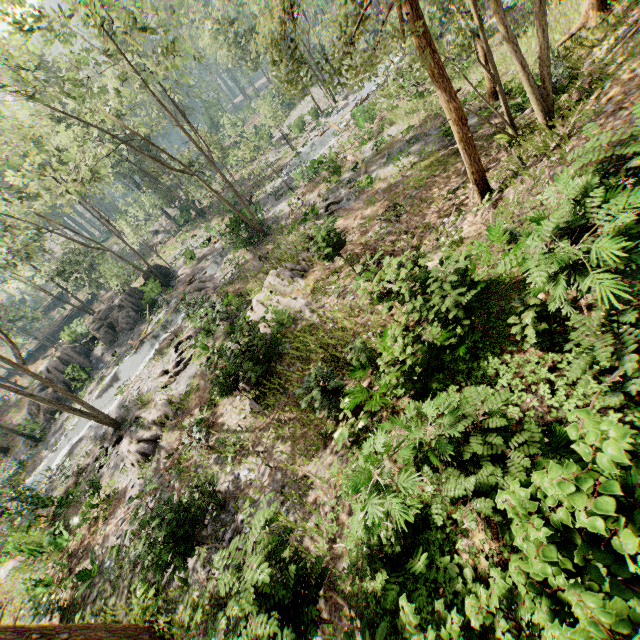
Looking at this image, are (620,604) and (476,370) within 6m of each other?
yes

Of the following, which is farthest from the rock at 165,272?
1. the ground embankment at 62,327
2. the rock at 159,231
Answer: the ground embankment at 62,327

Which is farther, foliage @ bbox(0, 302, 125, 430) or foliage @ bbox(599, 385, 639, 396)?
foliage @ bbox(0, 302, 125, 430)

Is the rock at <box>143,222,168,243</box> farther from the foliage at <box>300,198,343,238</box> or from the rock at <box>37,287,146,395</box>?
the rock at <box>37,287,146,395</box>

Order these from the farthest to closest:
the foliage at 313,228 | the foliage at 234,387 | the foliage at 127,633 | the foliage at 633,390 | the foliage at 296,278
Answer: the foliage at 296,278 → the foliage at 313,228 → the foliage at 234,387 → the foliage at 127,633 → the foliage at 633,390

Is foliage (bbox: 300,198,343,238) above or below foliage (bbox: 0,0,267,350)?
below

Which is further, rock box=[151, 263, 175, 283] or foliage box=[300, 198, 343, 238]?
rock box=[151, 263, 175, 283]
